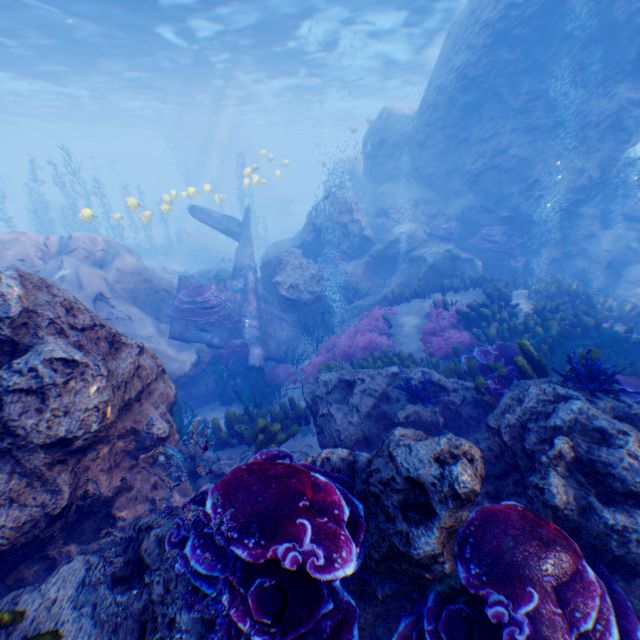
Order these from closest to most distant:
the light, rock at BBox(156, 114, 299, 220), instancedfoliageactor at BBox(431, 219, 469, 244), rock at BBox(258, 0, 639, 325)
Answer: rock at BBox(258, 0, 639, 325), instancedfoliageactor at BBox(431, 219, 469, 244), the light, rock at BBox(156, 114, 299, 220)

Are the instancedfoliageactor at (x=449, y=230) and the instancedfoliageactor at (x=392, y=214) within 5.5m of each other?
yes

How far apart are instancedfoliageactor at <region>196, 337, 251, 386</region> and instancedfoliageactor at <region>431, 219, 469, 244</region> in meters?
8.8

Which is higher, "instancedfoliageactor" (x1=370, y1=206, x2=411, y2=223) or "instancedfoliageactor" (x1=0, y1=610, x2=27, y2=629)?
"instancedfoliageactor" (x1=370, y1=206, x2=411, y2=223)

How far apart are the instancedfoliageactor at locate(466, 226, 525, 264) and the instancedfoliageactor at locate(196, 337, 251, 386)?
9.29m

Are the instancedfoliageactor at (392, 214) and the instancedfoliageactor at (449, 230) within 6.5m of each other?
yes

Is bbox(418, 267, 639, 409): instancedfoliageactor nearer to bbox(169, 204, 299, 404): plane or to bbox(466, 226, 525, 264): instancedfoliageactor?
bbox(169, 204, 299, 404): plane

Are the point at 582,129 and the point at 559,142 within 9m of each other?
yes
